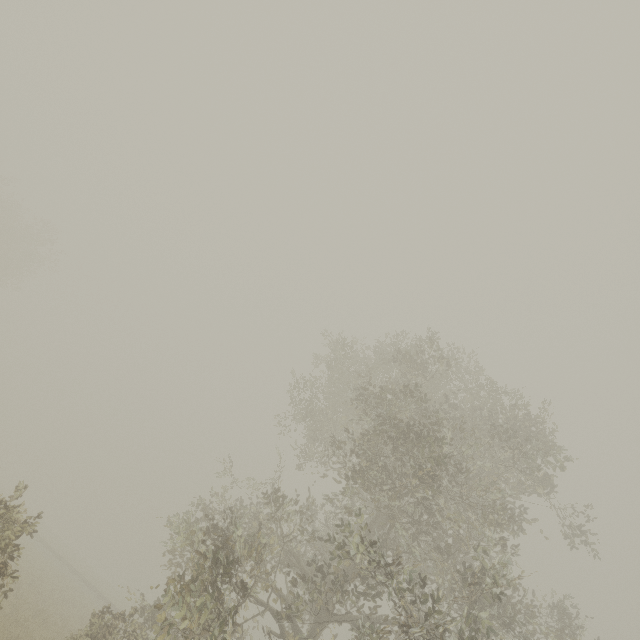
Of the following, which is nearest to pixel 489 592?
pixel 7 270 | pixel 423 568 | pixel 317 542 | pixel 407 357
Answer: pixel 423 568
